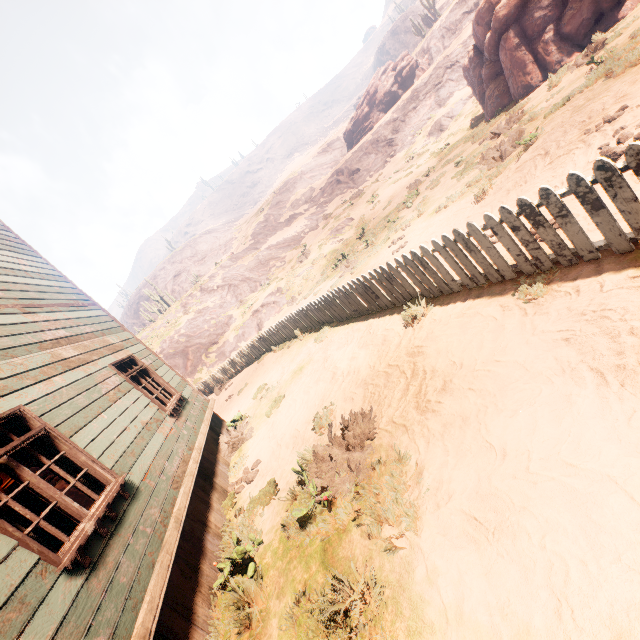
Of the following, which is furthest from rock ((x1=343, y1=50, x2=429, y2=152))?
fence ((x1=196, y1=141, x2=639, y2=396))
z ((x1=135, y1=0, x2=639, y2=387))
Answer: fence ((x1=196, y1=141, x2=639, y2=396))

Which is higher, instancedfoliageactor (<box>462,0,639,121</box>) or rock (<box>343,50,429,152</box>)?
rock (<box>343,50,429,152</box>)

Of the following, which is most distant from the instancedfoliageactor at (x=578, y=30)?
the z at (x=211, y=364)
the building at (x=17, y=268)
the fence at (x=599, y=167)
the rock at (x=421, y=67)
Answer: the rock at (x=421, y=67)

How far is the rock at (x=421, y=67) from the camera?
39.4 meters

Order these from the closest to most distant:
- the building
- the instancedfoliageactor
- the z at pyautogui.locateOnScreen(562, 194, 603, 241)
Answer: the building
the z at pyautogui.locateOnScreen(562, 194, 603, 241)
the instancedfoliageactor

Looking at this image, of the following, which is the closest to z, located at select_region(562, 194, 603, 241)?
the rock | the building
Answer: the building

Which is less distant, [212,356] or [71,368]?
[71,368]

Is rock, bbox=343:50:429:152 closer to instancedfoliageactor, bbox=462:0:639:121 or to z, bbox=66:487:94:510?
instancedfoliageactor, bbox=462:0:639:121
